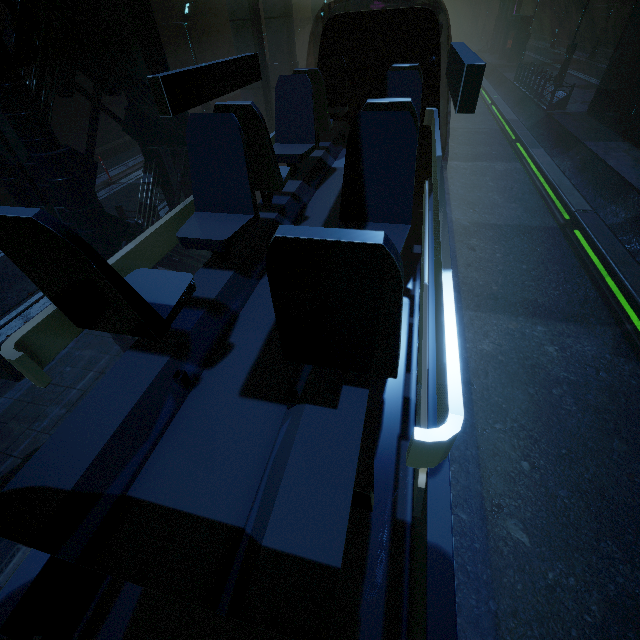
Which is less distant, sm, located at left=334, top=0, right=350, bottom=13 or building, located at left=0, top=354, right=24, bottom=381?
building, located at left=0, top=354, right=24, bottom=381

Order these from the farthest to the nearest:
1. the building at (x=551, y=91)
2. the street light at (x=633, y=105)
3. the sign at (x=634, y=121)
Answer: the building at (x=551, y=91)
the street light at (x=633, y=105)
the sign at (x=634, y=121)

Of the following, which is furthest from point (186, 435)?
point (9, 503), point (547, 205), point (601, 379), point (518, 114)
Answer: point (518, 114)

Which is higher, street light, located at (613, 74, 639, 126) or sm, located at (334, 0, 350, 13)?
sm, located at (334, 0, 350, 13)

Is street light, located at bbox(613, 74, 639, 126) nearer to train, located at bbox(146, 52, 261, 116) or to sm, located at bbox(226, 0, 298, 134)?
sm, located at bbox(226, 0, 298, 134)

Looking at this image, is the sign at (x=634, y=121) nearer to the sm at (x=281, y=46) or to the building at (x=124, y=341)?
the building at (x=124, y=341)

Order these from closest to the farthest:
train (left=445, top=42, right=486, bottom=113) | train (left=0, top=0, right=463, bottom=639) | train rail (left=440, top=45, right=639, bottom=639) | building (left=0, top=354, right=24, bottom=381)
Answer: train (left=0, top=0, right=463, bottom=639)
train (left=445, top=42, right=486, bottom=113)
train rail (left=440, top=45, right=639, bottom=639)
building (left=0, top=354, right=24, bottom=381)

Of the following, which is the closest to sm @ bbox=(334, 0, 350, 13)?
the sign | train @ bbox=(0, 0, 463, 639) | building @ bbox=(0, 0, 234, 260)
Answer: building @ bbox=(0, 0, 234, 260)
